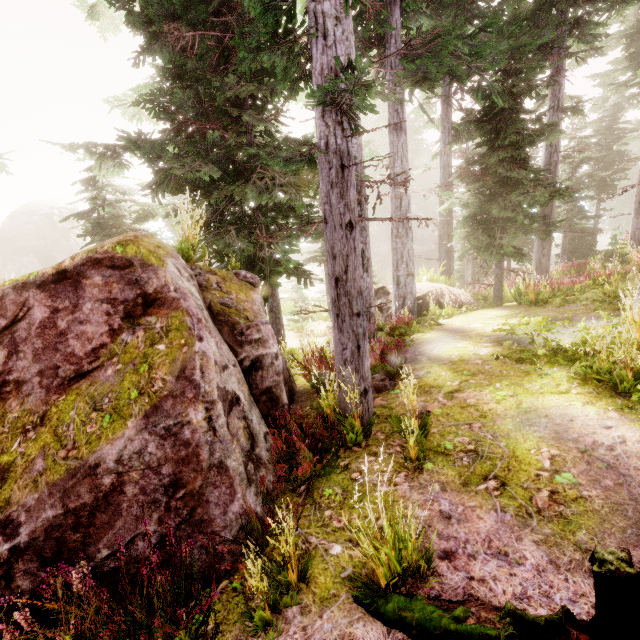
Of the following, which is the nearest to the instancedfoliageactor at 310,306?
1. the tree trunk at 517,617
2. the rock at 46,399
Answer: the rock at 46,399

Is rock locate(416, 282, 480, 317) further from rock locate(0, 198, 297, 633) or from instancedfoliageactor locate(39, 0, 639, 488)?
rock locate(0, 198, 297, 633)

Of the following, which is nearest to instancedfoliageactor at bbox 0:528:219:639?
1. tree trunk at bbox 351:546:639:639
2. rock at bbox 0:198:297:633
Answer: rock at bbox 0:198:297:633

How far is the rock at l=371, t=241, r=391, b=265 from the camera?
42.80m

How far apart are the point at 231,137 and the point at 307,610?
9.0m

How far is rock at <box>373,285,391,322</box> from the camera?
14.0 meters

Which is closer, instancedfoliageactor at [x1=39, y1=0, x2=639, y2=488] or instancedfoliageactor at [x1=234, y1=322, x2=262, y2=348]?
instancedfoliageactor at [x1=39, y1=0, x2=639, y2=488]
